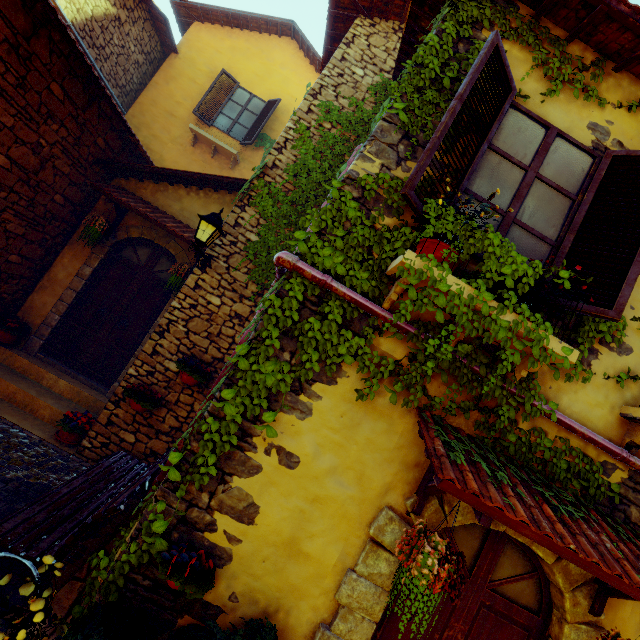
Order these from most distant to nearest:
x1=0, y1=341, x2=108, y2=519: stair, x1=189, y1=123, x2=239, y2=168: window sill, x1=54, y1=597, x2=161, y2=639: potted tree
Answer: x1=189, y1=123, x2=239, y2=168: window sill < x1=0, y1=341, x2=108, y2=519: stair < x1=54, y1=597, x2=161, y2=639: potted tree

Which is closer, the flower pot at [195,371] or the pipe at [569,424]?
the pipe at [569,424]

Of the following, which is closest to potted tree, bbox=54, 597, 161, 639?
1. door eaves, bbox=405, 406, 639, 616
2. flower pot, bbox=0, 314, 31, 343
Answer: door eaves, bbox=405, 406, 639, 616

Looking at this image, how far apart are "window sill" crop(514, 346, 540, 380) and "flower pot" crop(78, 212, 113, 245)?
5.46m

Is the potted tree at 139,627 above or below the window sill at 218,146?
below

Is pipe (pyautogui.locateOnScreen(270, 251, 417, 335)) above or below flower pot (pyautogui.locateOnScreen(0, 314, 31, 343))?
above

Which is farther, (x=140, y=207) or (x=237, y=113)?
(x=237, y=113)

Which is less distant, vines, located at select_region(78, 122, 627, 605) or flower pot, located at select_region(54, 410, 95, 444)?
vines, located at select_region(78, 122, 627, 605)
